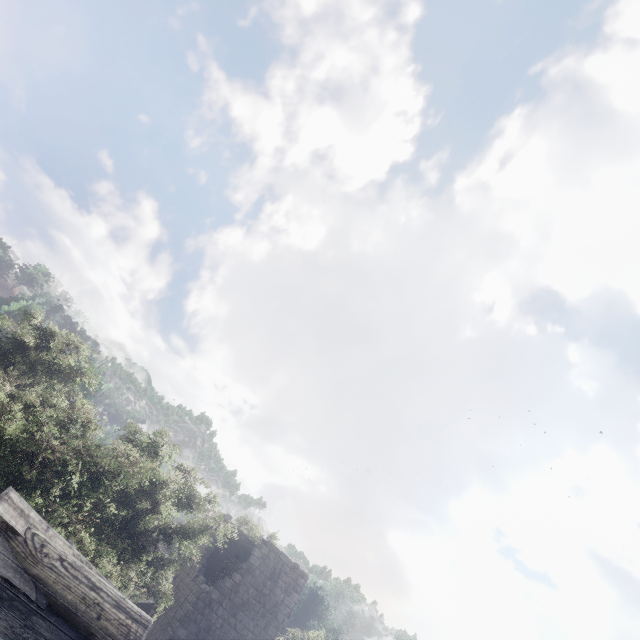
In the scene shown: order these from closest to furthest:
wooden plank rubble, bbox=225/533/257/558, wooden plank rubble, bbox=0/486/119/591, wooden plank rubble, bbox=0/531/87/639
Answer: wooden plank rubble, bbox=0/531/87/639 → wooden plank rubble, bbox=0/486/119/591 → wooden plank rubble, bbox=225/533/257/558

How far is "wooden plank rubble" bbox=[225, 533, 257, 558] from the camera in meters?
21.4

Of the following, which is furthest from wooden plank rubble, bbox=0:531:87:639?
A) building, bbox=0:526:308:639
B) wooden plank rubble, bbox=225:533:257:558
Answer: wooden plank rubble, bbox=225:533:257:558

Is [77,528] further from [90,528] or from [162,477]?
[162,477]

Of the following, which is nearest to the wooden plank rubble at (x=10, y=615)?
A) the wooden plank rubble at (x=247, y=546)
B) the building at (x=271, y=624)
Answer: the building at (x=271, y=624)

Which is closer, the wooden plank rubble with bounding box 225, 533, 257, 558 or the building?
the building

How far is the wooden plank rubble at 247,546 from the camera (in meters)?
21.36
